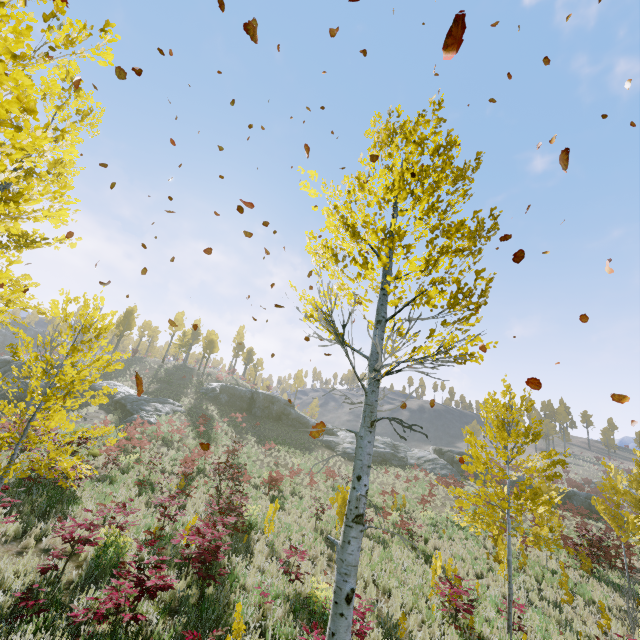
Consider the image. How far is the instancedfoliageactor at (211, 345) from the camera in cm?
5006

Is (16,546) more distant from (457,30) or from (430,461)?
(430,461)

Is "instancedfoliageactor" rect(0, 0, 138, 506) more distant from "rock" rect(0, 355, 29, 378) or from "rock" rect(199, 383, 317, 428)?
"rock" rect(199, 383, 317, 428)

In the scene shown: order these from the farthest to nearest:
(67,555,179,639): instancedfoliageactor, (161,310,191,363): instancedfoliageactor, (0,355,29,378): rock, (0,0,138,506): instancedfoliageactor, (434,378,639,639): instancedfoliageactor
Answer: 1. (161,310,191,363): instancedfoliageactor
2. (0,355,29,378): rock
3. (434,378,639,639): instancedfoliageactor
4. (67,555,179,639): instancedfoliageactor
5. (0,0,138,506): instancedfoliageactor

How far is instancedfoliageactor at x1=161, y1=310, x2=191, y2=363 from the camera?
53.94m

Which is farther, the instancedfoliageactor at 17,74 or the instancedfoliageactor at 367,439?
the instancedfoliageactor at 367,439

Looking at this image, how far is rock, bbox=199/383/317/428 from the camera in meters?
39.4 m

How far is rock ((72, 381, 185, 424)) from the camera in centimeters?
2639cm
